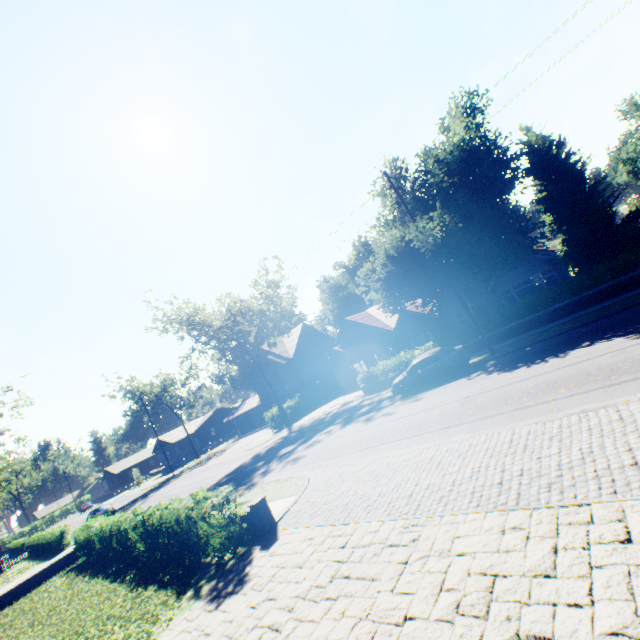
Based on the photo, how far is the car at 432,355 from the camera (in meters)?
17.11

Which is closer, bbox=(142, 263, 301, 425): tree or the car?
the car

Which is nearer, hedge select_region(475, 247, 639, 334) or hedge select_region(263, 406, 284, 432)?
hedge select_region(475, 247, 639, 334)

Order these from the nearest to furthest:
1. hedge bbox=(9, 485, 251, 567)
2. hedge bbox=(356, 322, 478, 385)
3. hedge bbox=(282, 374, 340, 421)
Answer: hedge bbox=(9, 485, 251, 567), hedge bbox=(356, 322, 478, 385), hedge bbox=(282, 374, 340, 421)

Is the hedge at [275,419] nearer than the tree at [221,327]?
No

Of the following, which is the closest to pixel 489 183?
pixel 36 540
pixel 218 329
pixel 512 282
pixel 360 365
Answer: pixel 512 282

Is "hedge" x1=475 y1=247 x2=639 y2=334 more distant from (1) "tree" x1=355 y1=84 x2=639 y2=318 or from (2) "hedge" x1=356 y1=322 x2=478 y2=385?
(2) "hedge" x1=356 y1=322 x2=478 y2=385

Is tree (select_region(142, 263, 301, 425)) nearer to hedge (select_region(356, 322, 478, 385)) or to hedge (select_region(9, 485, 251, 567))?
hedge (select_region(356, 322, 478, 385))
